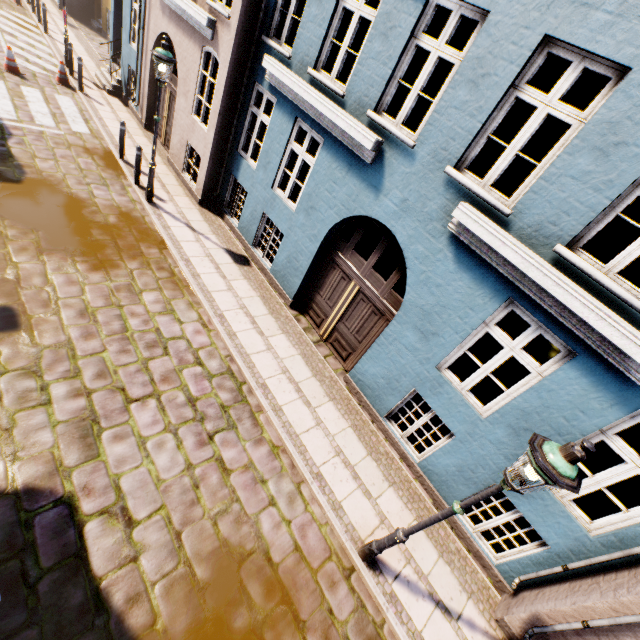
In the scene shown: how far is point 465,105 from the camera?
4.77m

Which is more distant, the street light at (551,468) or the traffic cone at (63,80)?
the traffic cone at (63,80)

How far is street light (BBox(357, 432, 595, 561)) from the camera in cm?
277

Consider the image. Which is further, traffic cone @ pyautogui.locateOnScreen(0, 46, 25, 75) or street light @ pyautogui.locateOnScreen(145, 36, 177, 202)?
traffic cone @ pyautogui.locateOnScreen(0, 46, 25, 75)

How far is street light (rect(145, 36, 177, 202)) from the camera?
6.9 meters

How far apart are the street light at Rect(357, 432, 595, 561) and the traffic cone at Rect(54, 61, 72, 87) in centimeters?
1783cm

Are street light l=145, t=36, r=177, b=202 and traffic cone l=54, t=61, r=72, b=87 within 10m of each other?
yes

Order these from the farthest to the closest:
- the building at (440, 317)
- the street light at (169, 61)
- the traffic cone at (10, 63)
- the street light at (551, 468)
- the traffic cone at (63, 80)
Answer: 1. the traffic cone at (63, 80)
2. the traffic cone at (10, 63)
3. the street light at (169, 61)
4. the building at (440, 317)
5. the street light at (551, 468)
